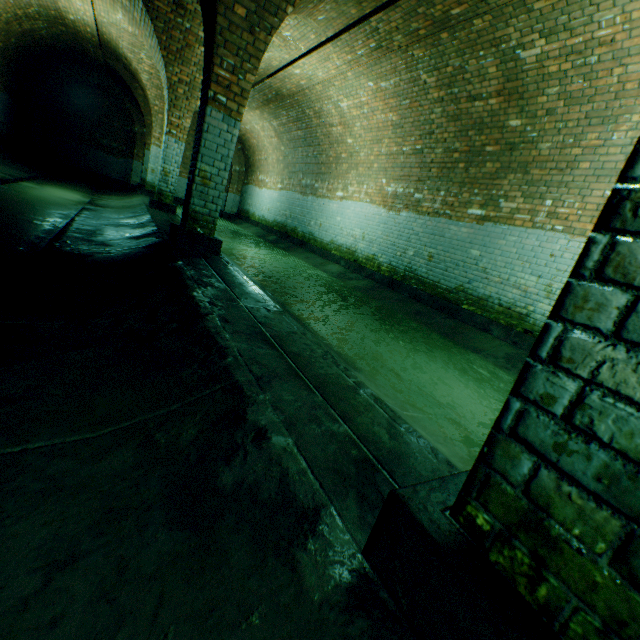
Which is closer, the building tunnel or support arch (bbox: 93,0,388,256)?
the building tunnel

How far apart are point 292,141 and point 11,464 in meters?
13.4

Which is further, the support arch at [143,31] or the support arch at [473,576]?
the support arch at [143,31]

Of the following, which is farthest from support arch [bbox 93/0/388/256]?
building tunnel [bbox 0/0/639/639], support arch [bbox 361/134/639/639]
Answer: support arch [bbox 361/134/639/639]

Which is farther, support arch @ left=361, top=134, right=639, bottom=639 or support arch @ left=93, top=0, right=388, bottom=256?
support arch @ left=93, top=0, right=388, bottom=256

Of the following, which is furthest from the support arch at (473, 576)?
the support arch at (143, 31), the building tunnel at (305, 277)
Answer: the support arch at (143, 31)

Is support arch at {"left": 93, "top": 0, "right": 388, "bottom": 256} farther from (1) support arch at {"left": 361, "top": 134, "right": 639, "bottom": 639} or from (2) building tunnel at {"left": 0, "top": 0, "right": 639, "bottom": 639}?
(1) support arch at {"left": 361, "top": 134, "right": 639, "bottom": 639}
